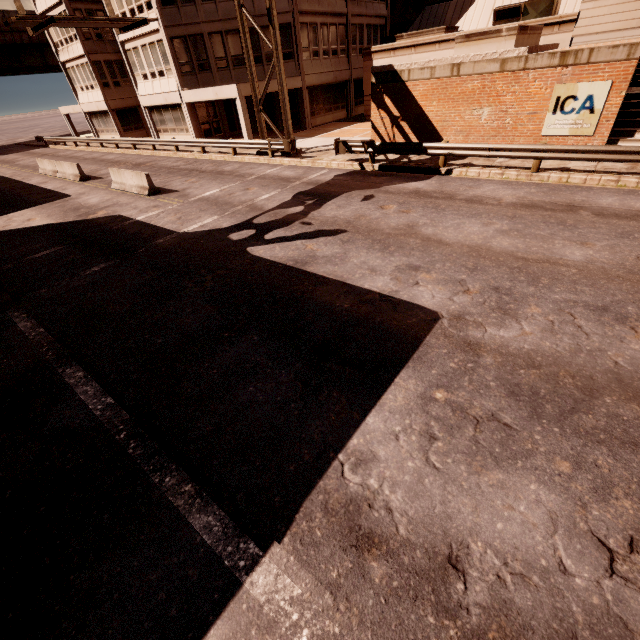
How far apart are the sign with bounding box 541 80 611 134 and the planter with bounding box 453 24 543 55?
2.6 meters

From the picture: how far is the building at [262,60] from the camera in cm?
2377

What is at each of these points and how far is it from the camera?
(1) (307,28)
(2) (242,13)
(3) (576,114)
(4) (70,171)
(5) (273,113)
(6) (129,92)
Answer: (1) building, 25.1 meters
(2) sign, 16.6 meters
(3) sign, 12.5 meters
(4) barrier, 20.8 meters
(5) building, 29.5 meters
(6) building, 34.5 meters

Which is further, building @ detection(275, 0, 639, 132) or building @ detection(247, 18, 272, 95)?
building @ detection(247, 18, 272, 95)

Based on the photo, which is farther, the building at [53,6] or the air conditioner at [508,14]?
the building at [53,6]

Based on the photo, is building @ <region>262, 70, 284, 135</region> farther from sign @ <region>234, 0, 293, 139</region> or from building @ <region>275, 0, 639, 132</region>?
sign @ <region>234, 0, 293, 139</region>

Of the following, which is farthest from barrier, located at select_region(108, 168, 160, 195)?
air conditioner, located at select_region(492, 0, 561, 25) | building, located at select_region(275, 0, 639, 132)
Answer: air conditioner, located at select_region(492, 0, 561, 25)

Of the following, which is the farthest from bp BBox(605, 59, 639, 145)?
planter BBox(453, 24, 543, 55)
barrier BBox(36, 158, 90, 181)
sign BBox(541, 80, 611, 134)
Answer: barrier BBox(36, 158, 90, 181)
